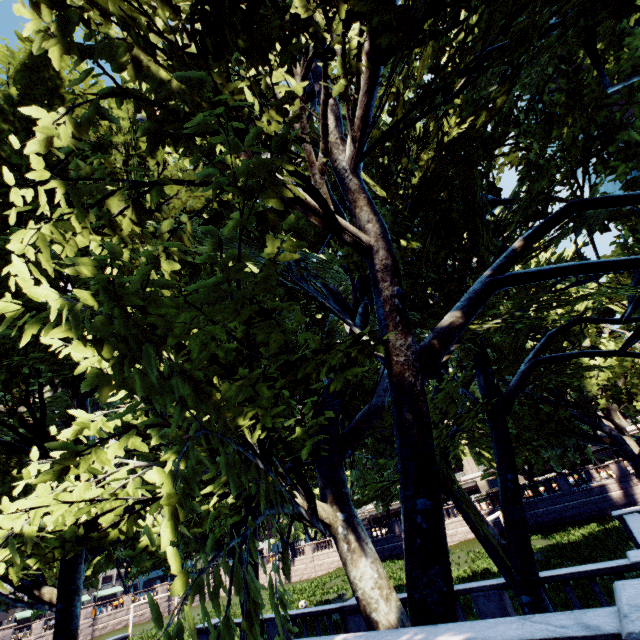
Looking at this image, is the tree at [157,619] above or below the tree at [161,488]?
below

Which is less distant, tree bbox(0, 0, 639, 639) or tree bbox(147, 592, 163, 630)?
tree bbox(147, 592, 163, 630)

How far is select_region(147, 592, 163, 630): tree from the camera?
1.93m

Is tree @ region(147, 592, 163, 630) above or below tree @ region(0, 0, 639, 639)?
below

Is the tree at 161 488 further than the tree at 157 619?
Yes

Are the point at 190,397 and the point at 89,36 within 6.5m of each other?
yes
